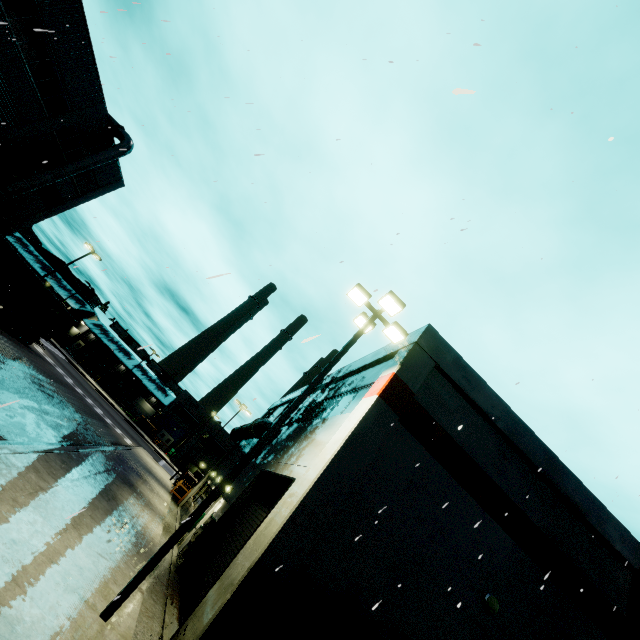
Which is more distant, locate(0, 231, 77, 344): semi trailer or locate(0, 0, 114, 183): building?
locate(0, 231, 77, 344): semi trailer

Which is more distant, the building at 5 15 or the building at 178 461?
the building at 178 461

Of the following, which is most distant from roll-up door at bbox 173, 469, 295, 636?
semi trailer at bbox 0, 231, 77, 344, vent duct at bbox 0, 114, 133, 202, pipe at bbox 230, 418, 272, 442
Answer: vent duct at bbox 0, 114, 133, 202

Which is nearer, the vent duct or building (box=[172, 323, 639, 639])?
building (box=[172, 323, 639, 639])

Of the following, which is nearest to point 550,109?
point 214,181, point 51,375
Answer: point 214,181

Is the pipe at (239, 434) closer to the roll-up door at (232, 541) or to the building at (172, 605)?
the building at (172, 605)

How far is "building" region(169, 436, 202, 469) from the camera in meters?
52.9

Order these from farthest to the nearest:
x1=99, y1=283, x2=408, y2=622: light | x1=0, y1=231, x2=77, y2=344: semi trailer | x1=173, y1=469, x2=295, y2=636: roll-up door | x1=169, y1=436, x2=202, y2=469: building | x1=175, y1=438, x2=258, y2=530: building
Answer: x1=169, y1=436, x2=202, y2=469: building < x1=175, y1=438, x2=258, y2=530: building < x1=0, y1=231, x2=77, y2=344: semi trailer < x1=173, y1=469, x2=295, y2=636: roll-up door < x1=99, y1=283, x2=408, y2=622: light
